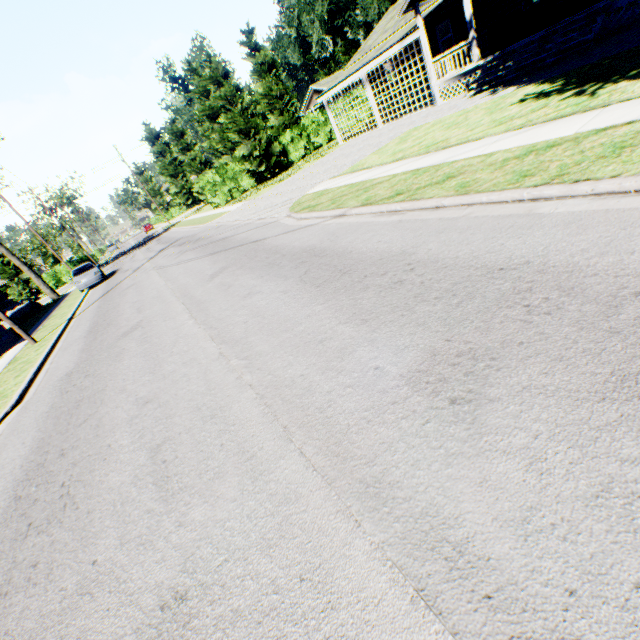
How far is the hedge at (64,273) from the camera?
44.62m

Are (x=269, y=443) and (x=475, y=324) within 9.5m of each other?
yes

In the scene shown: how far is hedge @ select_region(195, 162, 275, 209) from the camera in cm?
2873

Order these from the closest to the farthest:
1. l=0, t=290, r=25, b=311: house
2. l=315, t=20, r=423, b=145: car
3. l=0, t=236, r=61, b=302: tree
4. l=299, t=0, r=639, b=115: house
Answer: l=299, t=0, r=639, b=115: house, l=315, t=20, r=423, b=145: car, l=0, t=236, r=61, b=302: tree, l=0, t=290, r=25, b=311: house

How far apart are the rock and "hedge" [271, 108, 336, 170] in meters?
26.8

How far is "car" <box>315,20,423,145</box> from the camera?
→ 16.7m

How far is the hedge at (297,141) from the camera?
31.4 meters

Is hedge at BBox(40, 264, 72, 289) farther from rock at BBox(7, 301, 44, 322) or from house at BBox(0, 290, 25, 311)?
rock at BBox(7, 301, 44, 322)
